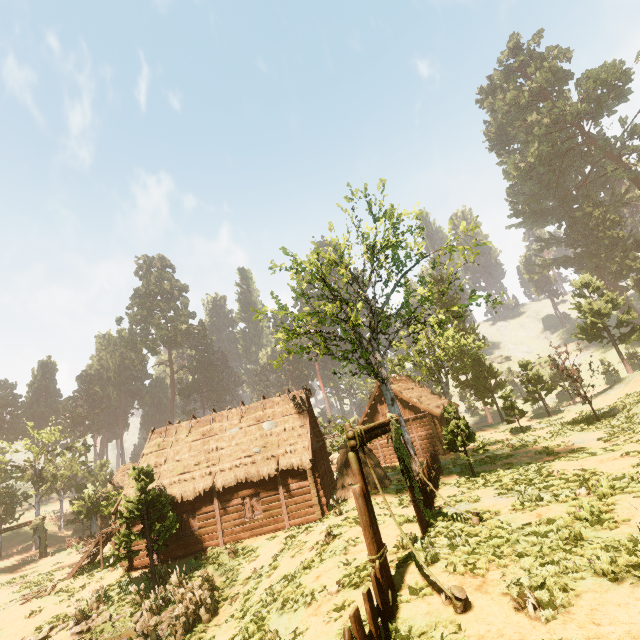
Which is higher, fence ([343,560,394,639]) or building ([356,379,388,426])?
building ([356,379,388,426])

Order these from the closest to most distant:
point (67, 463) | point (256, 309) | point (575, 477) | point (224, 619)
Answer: point (575, 477) < point (224, 619) < point (256, 309) < point (67, 463)

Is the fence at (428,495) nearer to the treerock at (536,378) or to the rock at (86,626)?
the treerock at (536,378)

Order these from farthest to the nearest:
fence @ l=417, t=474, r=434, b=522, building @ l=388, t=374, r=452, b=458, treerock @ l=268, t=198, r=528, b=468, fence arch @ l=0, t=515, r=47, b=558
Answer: fence arch @ l=0, t=515, r=47, b=558, building @ l=388, t=374, r=452, b=458, treerock @ l=268, t=198, r=528, b=468, fence @ l=417, t=474, r=434, b=522

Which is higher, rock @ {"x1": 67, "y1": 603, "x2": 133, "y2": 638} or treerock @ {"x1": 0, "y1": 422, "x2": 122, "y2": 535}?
treerock @ {"x1": 0, "y1": 422, "x2": 122, "y2": 535}

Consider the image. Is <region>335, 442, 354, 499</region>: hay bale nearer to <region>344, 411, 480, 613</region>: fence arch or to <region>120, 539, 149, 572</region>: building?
<region>120, 539, 149, 572</region>: building

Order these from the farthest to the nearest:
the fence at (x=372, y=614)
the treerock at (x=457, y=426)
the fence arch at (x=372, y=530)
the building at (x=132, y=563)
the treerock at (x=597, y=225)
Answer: the treerock at (x=597, y=225) → the building at (x=132, y=563) → the treerock at (x=457, y=426) → the fence arch at (x=372, y=530) → the fence at (x=372, y=614)

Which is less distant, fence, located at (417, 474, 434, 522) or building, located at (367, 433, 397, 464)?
fence, located at (417, 474, 434, 522)
